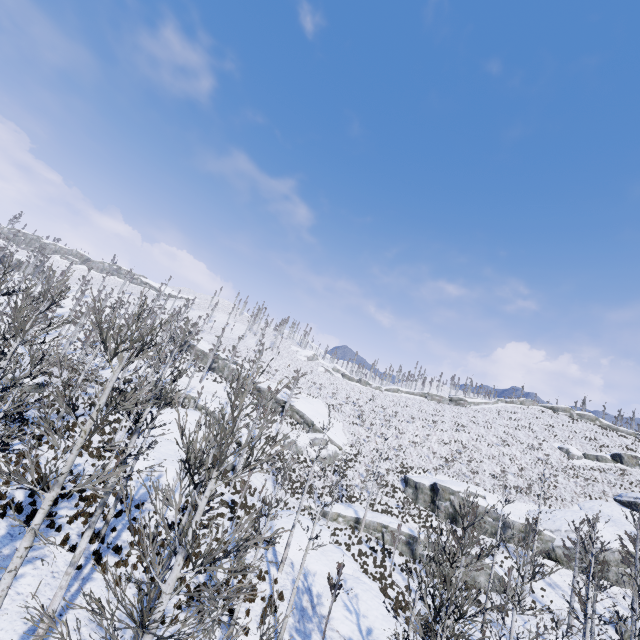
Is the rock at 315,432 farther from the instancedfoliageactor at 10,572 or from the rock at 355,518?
the instancedfoliageactor at 10,572

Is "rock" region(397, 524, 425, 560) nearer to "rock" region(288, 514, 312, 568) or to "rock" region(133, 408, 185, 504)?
"rock" region(288, 514, 312, 568)

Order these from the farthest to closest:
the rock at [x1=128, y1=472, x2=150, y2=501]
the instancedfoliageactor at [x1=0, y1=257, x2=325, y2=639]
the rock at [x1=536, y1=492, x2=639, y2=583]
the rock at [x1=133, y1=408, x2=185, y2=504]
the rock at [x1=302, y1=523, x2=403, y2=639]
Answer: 1. the rock at [x1=536, y1=492, x2=639, y2=583]
2. the rock at [x1=133, y1=408, x2=185, y2=504]
3. the rock at [x1=128, y1=472, x2=150, y2=501]
4. the rock at [x1=302, y1=523, x2=403, y2=639]
5. the instancedfoliageactor at [x1=0, y1=257, x2=325, y2=639]

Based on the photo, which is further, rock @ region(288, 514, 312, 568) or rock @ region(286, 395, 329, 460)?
rock @ region(286, 395, 329, 460)

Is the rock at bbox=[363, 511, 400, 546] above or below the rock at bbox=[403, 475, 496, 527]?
below

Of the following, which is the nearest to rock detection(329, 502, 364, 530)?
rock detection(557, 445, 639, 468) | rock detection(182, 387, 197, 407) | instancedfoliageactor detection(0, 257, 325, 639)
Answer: instancedfoliageactor detection(0, 257, 325, 639)

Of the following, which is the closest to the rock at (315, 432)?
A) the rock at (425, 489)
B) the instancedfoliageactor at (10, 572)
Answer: the rock at (425, 489)

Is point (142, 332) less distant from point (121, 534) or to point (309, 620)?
point (121, 534)
